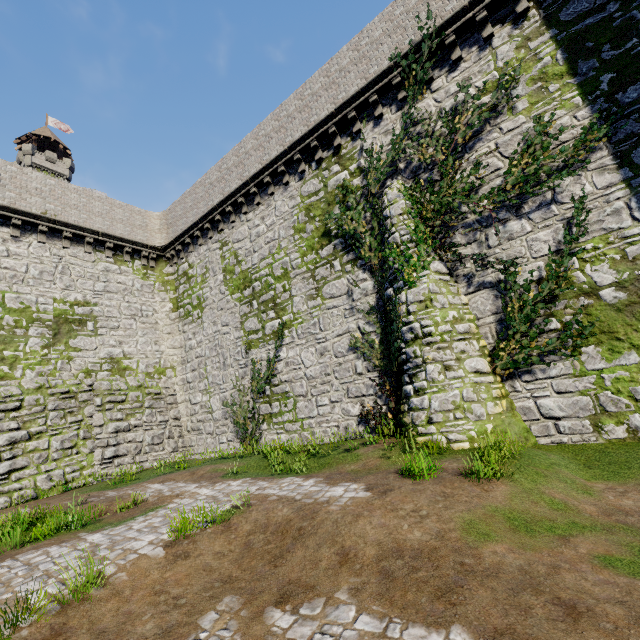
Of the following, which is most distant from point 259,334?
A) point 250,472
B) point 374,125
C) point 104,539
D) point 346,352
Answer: point 374,125

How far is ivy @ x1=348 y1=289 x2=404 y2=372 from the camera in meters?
10.5

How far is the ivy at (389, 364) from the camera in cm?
1048

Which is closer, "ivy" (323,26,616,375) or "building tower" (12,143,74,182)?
"ivy" (323,26,616,375)

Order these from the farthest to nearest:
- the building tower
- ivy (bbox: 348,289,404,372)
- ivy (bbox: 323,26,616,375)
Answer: the building tower → ivy (bbox: 348,289,404,372) → ivy (bbox: 323,26,616,375)

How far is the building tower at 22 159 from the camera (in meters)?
50.81

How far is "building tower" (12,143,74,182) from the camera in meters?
50.8

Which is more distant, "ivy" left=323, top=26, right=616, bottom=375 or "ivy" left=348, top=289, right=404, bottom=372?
"ivy" left=348, top=289, right=404, bottom=372
